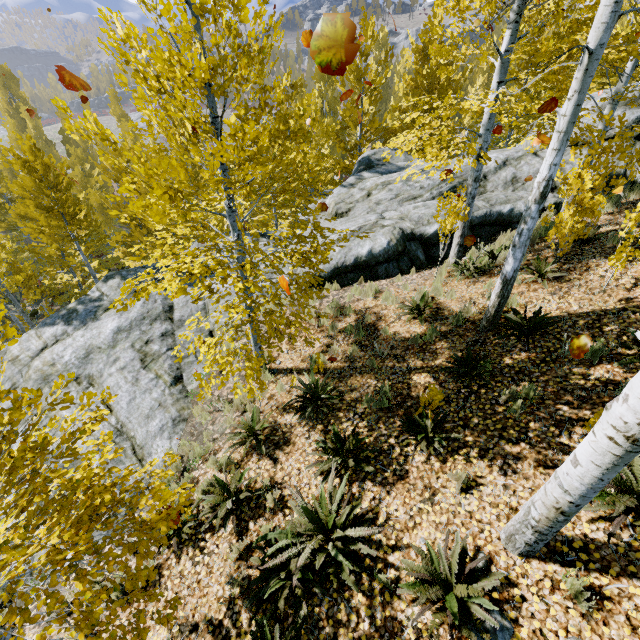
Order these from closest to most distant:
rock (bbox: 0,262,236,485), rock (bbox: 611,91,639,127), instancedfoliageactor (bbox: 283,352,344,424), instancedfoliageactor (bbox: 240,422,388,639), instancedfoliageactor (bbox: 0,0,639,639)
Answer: instancedfoliageactor (bbox: 0,0,639,639) → instancedfoliageactor (bbox: 240,422,388,639) → instancedfoliageactor (bbox: 283,352,344,424) → rock (bbox: 0,262,236,485) → rock (bbox: 611,91,639,127)

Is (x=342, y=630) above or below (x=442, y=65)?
below

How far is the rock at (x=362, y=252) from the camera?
9.52m

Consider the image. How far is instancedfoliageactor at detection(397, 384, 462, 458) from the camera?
Answer: 4.50m

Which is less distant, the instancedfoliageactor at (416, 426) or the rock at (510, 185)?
the instancedfoliageactor at (416, 426)
